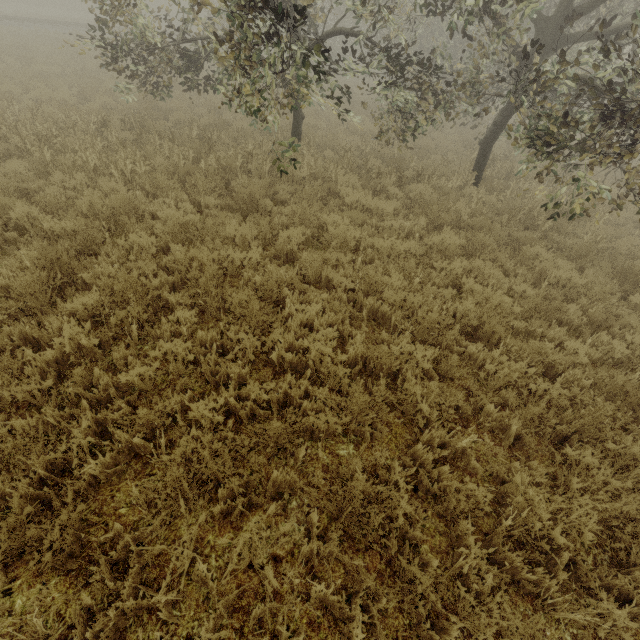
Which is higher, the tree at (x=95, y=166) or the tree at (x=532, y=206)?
the tree at (x=532, y=206)

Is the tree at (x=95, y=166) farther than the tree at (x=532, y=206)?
Yes

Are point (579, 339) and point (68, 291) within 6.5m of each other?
no

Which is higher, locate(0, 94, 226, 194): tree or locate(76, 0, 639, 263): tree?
locate(76, 0, 639, 263): tree

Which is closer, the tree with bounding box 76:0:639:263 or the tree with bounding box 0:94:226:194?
the tree with bounding box 76:0:639:263
